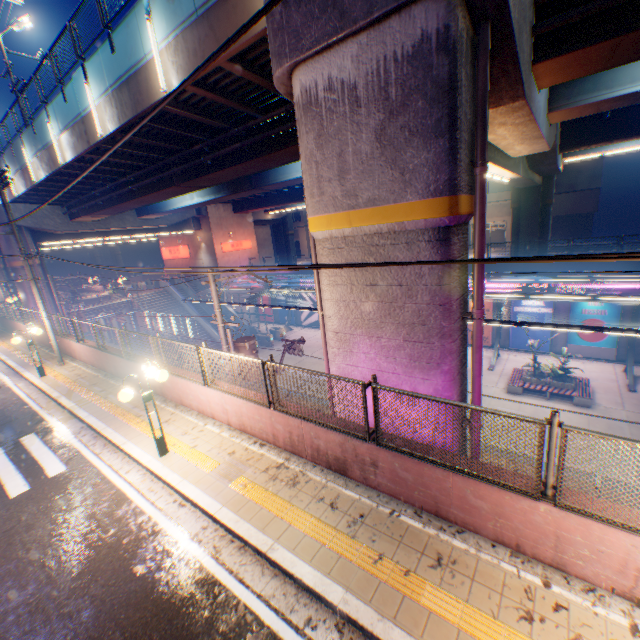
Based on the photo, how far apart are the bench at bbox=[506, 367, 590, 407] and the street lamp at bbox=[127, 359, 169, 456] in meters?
19.0

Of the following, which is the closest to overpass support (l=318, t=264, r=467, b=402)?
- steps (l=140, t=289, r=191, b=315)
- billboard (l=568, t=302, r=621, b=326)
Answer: steps (l=140, t=289, r=191, b=315)

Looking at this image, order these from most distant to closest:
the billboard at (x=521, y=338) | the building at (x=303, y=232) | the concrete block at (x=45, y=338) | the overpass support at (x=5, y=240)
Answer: the building at (x=303, y=232) < the overpass support at (x=5, y=240) < the billboard at (x=521, y=338) < the concrete block at (x=45, y=338)

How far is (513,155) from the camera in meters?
14.1

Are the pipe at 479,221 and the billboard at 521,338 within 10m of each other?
no

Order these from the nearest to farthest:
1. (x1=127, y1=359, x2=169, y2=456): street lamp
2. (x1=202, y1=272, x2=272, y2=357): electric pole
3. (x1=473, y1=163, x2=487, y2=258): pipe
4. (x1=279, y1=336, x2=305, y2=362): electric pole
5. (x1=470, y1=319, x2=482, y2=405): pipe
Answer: (x1=473, y1=163, x2=487, y2=258): pipe < (x1=470, y1=319, x2=482, y2=405): pipe < (x1=127, y1=359, x2=169, y2=456): street lamp < (x1=202, y1=272, x2=272, y2=357): electric pole < (x1=279, y1=336, x2=305, y2=362): electric pole

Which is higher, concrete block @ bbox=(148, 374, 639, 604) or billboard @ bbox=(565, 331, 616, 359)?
concrete block @ bbox=(148, 374, 639, 604)

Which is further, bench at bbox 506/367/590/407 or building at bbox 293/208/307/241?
building at bbox 293/208/307/241
